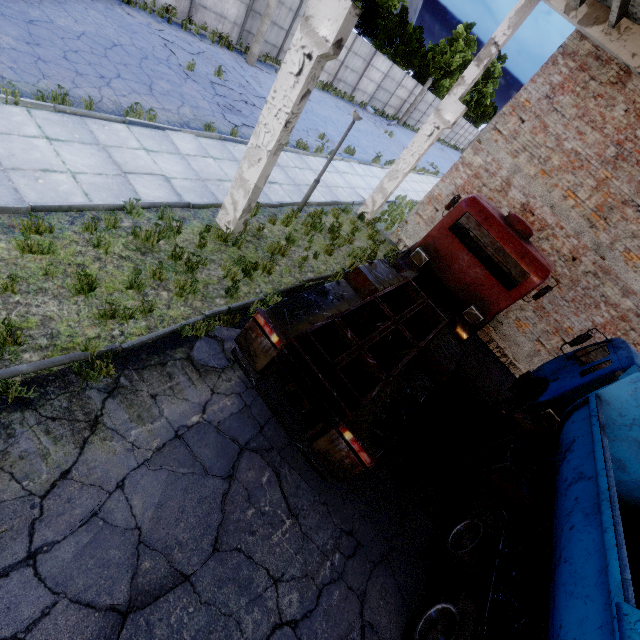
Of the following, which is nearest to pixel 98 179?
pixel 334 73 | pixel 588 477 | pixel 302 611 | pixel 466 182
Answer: pixel 302 611

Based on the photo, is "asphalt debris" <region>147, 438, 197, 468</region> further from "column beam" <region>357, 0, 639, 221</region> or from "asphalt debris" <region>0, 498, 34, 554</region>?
"column beam" <region>357, 0, 639, 221</region>

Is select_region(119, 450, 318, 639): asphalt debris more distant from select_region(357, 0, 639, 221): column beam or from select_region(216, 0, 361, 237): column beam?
select_region(357, 0, 639, 221): column beam

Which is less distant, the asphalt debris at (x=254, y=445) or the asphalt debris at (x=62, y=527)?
the asphalt debris at (x=62, y=527)

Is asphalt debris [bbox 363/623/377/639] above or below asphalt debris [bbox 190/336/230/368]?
below

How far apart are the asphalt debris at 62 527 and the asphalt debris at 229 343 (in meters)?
2.09

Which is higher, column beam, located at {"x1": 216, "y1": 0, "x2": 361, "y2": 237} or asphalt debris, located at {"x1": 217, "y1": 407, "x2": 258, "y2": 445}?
column beam, located at {"x1": 216, "y1": 0, "x2": 361, "y2": 237}

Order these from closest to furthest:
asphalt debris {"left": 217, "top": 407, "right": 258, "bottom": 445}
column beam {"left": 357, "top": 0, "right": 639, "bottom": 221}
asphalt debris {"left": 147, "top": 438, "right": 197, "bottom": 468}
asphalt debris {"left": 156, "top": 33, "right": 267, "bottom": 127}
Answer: asphalt debris {"left": 147, "top": 438, "right": 197, "bottom": 468} < asphalt debris {"left": 217, "top": 407, "right": 258, "bottom": 445} < column beam {"left": 357, "top": 0, "right": 639, "bottom": 221} < asphalt debris {"left": 156, "top": 33, "right": 267, "bottom": 127}
